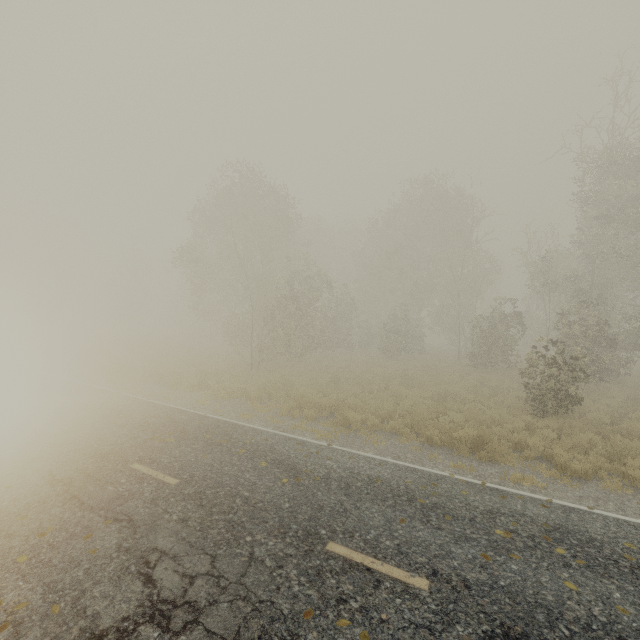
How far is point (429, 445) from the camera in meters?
9.6 m
